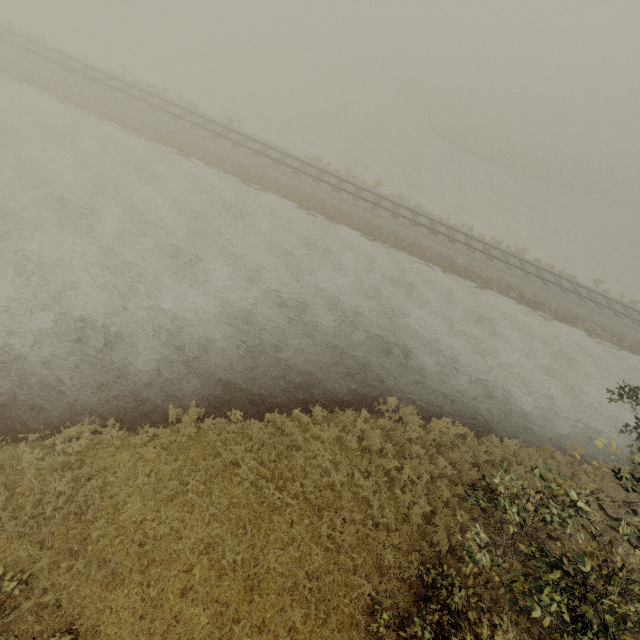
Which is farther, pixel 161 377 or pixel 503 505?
pixel 161 377
